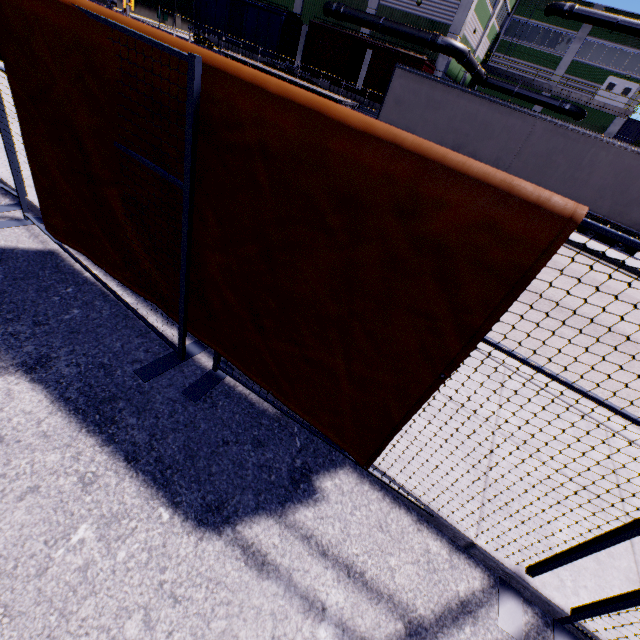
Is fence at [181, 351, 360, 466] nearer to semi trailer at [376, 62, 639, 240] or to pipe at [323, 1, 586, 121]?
semi trailer at [376, 62, 639, 240]

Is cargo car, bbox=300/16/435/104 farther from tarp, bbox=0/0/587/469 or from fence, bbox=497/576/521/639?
fence, bbox=497/576/521/639

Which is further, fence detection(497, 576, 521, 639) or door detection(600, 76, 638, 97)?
door detection(600, 76, 638, 97)

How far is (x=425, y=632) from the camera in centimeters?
197cm

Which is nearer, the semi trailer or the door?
the semi trailer

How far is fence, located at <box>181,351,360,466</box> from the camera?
2.7m

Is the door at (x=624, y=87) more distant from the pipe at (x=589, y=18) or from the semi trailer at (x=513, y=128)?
the semi trailer at (x=513, y=128)

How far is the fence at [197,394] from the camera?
2.7 meters
